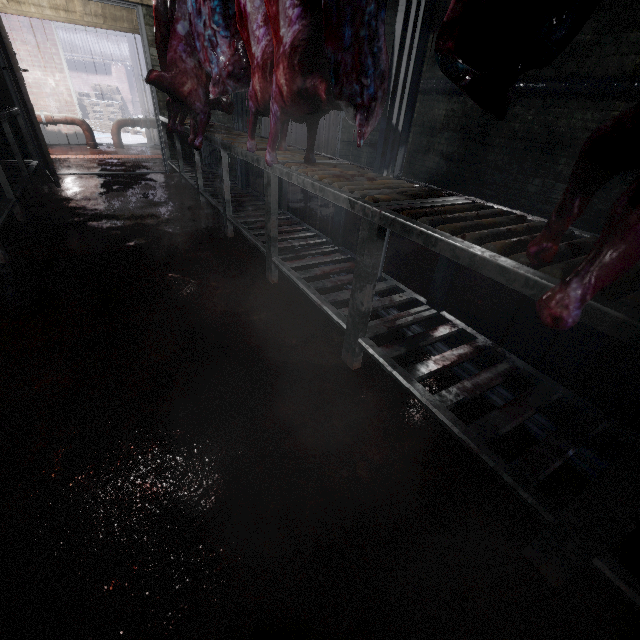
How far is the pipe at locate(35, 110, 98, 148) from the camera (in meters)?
5.98

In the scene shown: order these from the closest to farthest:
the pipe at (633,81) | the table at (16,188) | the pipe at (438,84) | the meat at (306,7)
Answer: the meat at (306,7) < the table at (16,188) < the pipe at (633,81) < the pipe at (438,84)

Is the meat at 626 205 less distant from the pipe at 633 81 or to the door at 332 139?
the pipe at 633 81

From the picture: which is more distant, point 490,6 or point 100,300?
point 100,300

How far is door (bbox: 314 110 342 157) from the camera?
6.0 meters

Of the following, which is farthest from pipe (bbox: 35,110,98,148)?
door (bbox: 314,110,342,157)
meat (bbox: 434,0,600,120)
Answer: meat (bbox: 434,0,600,120)

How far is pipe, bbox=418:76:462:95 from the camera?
4.98m

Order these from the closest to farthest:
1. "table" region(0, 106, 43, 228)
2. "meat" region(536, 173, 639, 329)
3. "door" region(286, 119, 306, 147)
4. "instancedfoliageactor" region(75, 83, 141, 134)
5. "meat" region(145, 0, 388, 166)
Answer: "meat" region(536, 173, 639, 329)
"meat" region(145, 0, 388, 166)
"table" region(0, 106, 43, 228)
"door" region(286, 119, 306, 147)
"instancedfoliageactor" region(75, 83, 141, 134)
